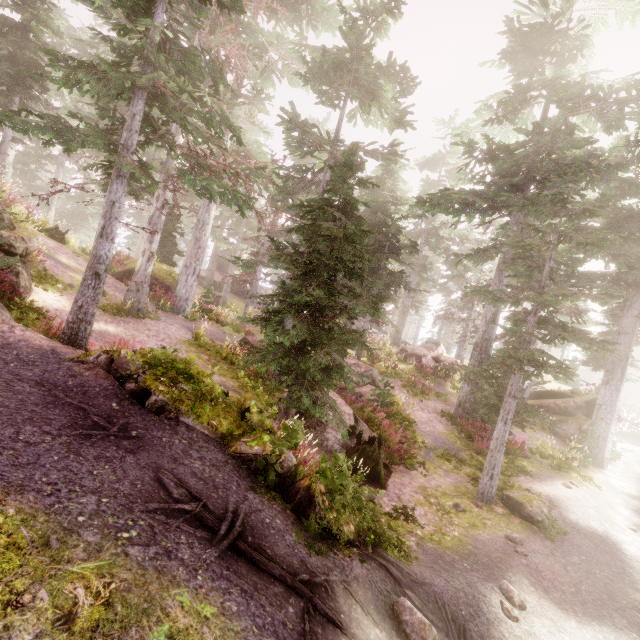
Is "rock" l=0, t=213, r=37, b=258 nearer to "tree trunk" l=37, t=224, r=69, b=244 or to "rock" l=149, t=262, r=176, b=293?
"tree trunk" l=37, t=224, r=69, b=244

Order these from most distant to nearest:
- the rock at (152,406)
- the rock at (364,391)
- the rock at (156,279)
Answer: the rock at (156,279), the rock at (364,391), the rock at (152,406)

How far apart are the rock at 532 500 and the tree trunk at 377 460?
3.5m

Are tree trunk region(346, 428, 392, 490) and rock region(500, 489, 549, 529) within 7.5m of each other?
yes

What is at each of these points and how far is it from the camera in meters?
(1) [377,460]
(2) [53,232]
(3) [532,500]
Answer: (1) tree trunk, 9.7
(2) tree trunk, 18.3
(3) rock, 10.0

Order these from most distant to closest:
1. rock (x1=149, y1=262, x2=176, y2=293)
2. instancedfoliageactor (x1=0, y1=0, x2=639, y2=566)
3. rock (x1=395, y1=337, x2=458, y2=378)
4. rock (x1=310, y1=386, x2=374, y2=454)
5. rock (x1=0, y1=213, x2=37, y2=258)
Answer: rock (x1=395, y1=337, x2=458, y2=378) < rock (x1=149, y1=262, x2=176, y2=293) < rock (x1=310, y1=386, x2=374, y2=454) < rock (x1=0, y1=213, x2=37, y2=258) < instancedfoliageactor (x1=0, y1=0, x2=639, y2=566)

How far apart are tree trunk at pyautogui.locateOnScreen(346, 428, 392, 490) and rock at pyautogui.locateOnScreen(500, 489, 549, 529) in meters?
3.5

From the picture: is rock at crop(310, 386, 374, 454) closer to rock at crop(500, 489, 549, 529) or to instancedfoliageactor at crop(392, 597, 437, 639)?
instancedfoliageactor at crop(392, 597, 437, 639)
